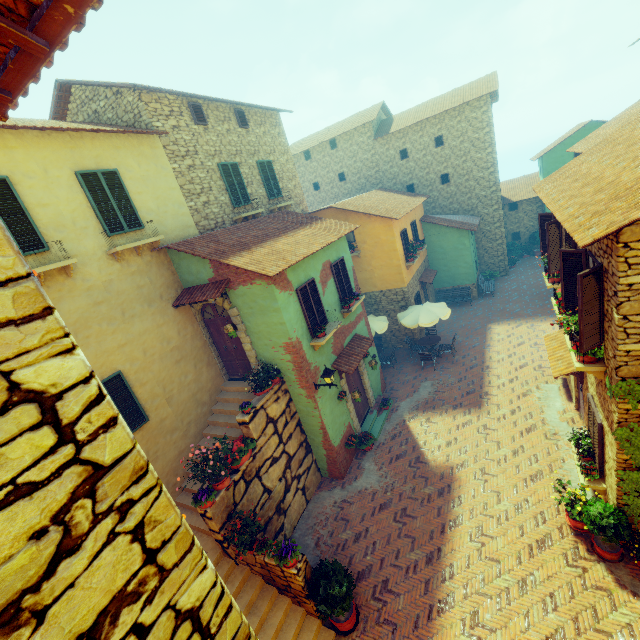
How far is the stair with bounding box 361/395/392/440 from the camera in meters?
12.6 m

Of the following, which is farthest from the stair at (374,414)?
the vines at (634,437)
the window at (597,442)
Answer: the vines at (634,437)

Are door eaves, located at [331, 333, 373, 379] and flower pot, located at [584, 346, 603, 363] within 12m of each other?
yes

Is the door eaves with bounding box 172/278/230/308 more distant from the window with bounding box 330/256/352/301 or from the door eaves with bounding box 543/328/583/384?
the door eaves with bounding box 543/328/583/384

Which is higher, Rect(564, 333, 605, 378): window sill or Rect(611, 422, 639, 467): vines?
Rect(564, 333, 605, 378): window sill

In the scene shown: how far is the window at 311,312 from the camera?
9.9m

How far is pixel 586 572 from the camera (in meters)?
6.98

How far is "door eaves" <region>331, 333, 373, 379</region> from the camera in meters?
11.1
